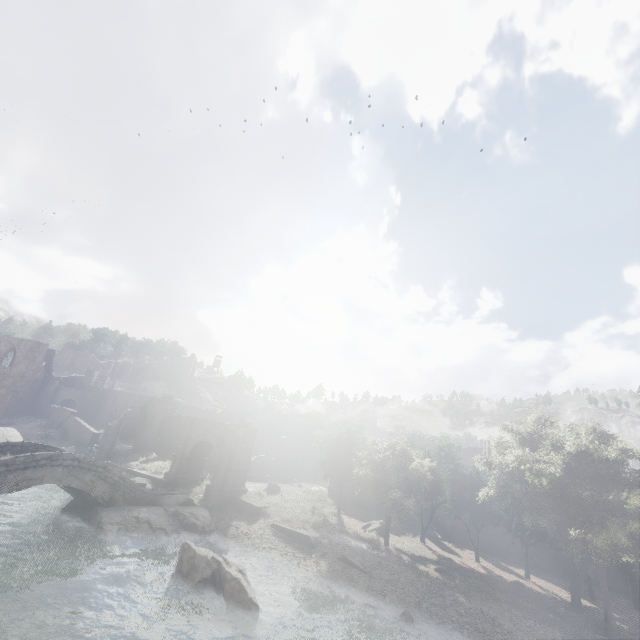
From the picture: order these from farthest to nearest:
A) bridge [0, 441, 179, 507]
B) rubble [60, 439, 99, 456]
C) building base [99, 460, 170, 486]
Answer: rubble [60, 439, 99, 456] < building base [99, 460, 170, 486] < bridge [0, 441, 179, 507]

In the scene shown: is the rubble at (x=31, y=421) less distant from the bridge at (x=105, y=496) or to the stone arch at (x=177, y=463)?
the stone arch at (x=177, y=463)

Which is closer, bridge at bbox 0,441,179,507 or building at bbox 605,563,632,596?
bridge at bbox 0,441,179,507

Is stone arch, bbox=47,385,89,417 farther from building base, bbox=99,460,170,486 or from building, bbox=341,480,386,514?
building base, bbox=99,460,170,486

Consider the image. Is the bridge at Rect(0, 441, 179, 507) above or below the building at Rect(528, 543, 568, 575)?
above

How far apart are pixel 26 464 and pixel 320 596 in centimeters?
1756cm

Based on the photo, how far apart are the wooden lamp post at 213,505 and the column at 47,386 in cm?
3641

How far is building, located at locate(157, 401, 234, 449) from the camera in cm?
4638
